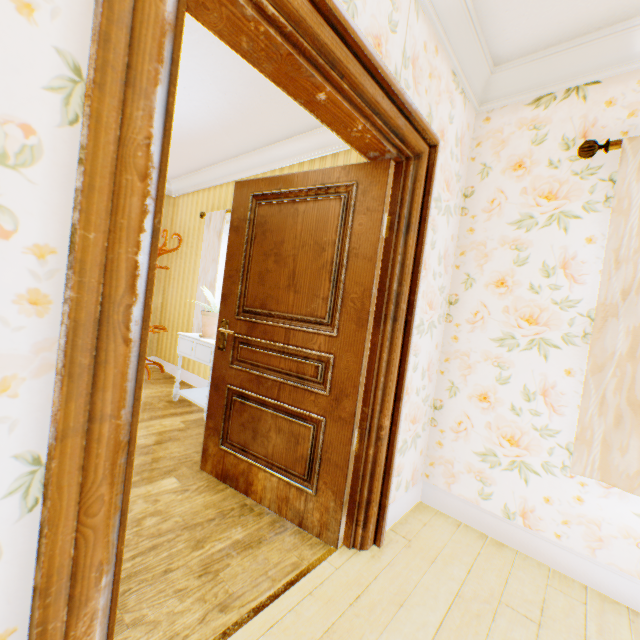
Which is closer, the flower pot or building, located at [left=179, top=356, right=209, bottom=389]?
the flower pot

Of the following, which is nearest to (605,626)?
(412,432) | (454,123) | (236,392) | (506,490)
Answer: (506,490)

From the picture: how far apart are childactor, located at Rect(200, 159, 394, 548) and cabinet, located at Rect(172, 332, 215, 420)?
0.83m

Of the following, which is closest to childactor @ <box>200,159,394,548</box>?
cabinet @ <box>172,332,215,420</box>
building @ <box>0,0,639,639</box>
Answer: building @ <box>0,0,639,639</box>

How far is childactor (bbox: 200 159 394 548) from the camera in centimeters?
186cm

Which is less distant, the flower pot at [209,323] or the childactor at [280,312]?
the childactor at [280,312]

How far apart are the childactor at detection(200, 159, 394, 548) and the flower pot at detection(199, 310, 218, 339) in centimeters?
114cm

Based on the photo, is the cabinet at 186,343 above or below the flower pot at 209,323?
below
